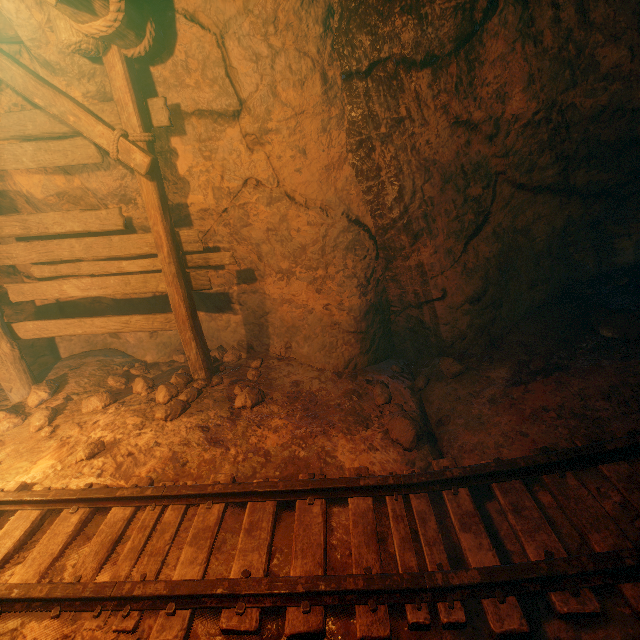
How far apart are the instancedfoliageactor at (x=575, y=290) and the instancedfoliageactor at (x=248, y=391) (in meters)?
4.21

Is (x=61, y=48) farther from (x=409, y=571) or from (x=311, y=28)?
(x=409, y=571)

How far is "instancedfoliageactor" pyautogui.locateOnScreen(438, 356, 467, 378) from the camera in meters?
3.7 m

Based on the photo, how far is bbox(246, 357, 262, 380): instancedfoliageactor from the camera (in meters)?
4.41

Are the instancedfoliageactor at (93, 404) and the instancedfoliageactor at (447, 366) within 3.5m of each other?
no

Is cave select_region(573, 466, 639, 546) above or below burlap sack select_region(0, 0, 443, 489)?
below

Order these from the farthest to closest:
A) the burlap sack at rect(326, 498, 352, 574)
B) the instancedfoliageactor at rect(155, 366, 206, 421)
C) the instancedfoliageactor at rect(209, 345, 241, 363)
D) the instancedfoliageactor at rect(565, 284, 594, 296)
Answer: the instancedfoliageactor at rect(209, 345, 241, 363) → the instancedfoliageactor at rect(565, 284, 594, 296) → the instancedfoliageactor at rect(155, 366, 206, 421) → the burlap sack at rect(326, 498, 352, 574)

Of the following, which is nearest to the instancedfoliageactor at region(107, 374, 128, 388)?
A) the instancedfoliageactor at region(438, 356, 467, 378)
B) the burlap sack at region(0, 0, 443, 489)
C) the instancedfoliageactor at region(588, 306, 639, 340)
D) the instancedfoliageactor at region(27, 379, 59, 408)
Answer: the burlap sack at region(0, 0, 443, 489)
